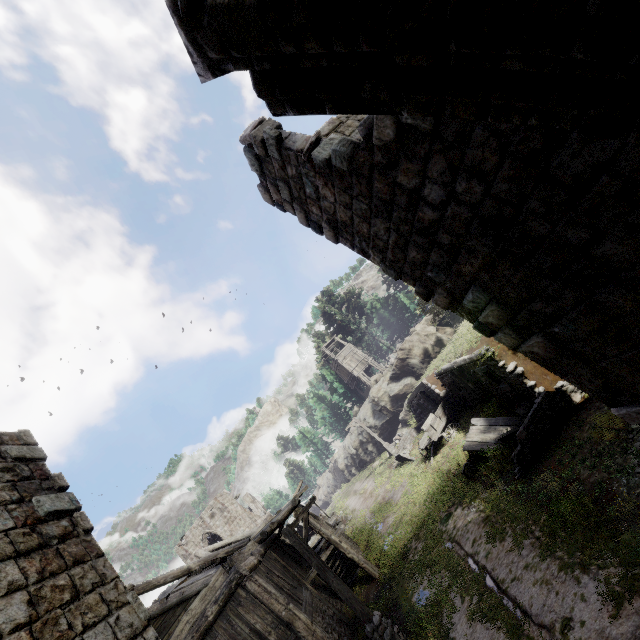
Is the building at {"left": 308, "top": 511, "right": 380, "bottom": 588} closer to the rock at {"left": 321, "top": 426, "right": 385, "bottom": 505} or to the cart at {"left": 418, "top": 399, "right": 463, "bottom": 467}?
the rock at {"left": 321, "top": 426, "right": 385, "bottom": 505}

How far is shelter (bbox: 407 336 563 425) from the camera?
11.1 meters

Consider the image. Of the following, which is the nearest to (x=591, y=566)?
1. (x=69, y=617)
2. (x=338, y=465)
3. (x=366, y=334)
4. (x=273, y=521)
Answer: (x=69, y=617)

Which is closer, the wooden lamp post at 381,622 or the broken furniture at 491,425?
the wooden lamp post at 381,622

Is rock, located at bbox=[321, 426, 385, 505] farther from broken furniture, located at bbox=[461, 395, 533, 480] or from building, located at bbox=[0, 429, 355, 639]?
broken furniture, located at bbox=[461, 395, 533, 480]

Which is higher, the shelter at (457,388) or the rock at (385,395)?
the rock at (385,395)

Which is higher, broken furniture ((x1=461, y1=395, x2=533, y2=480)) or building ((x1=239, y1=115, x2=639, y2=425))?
building ((x1=239, y1=115, x2=639, y2=425))
